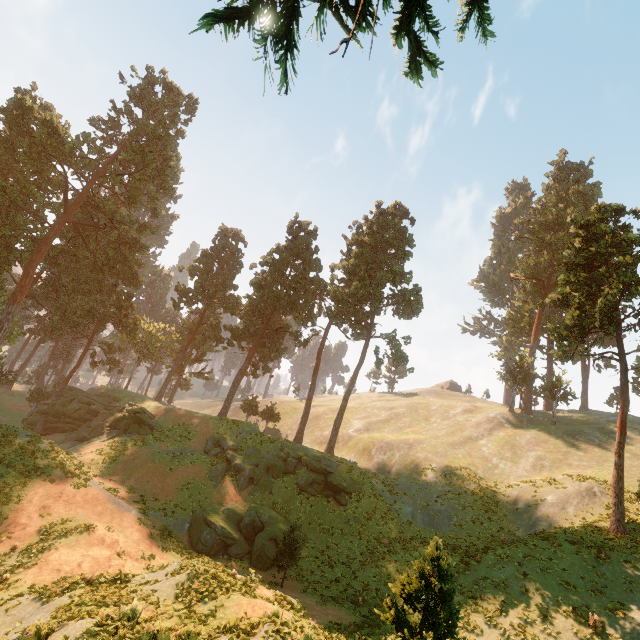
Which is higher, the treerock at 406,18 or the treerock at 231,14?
the treerock at 406,18

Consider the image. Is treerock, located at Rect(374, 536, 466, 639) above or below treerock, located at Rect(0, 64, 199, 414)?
below

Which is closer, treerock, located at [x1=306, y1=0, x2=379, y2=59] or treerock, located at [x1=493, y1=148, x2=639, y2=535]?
treerock, located at [x1=306, y1=0, x2=379, y2=59]

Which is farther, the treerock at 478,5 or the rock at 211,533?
the rock at 211,533

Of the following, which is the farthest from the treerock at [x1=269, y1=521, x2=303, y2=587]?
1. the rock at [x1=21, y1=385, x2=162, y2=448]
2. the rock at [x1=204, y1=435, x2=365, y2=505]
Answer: the rock at [x1=204, y1=435, x2=365, y2=505]

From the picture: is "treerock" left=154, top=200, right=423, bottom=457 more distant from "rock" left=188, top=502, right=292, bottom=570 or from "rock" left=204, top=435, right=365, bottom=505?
"rock" left=188, top=502, right=292, bottom=570

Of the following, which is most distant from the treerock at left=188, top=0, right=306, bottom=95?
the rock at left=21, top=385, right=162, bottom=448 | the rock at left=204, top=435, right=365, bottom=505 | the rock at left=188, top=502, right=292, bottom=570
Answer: the rock at left=188, top=502, right=292, bottom=570

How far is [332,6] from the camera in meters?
10.8
